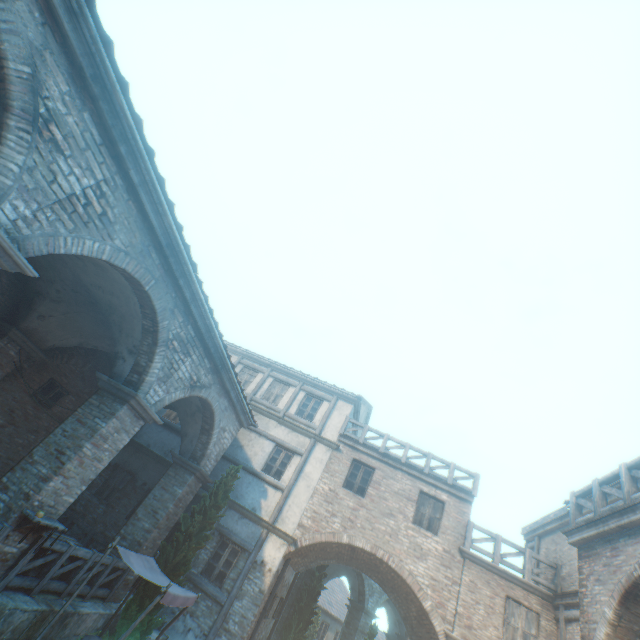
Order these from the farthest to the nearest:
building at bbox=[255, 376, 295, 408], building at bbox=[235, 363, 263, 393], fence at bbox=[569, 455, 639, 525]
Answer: building at bbox=[235, 363, 263, 393]
building at bbox=[255, 376, 295, 408]
fence at bbox=[569, 455, 639, 525]

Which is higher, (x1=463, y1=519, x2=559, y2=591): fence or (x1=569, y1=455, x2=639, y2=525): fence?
(x1=569, y1=455, x2=639, y2=525): fence

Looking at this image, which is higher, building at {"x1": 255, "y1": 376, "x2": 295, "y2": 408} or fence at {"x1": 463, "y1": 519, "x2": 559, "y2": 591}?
building at {"x1": 255, "y1": 376, "x2": 295, "y2": 408}

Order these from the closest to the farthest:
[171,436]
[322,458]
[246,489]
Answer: [246,489] < [322,458] < [171,436]

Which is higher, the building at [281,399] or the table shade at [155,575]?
the building at [281,399]

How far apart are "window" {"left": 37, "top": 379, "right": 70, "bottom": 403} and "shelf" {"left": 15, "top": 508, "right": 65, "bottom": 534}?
5.9m

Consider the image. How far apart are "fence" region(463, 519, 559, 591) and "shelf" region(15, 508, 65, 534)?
12.5m

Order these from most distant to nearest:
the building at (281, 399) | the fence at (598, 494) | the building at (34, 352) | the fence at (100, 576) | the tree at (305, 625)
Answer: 1. the building at (281, 399)
2. the tree at (305, 625)
3. the fence at (100, 576)
4. the fence at (598, 494)
5. the building at (34, 352)
